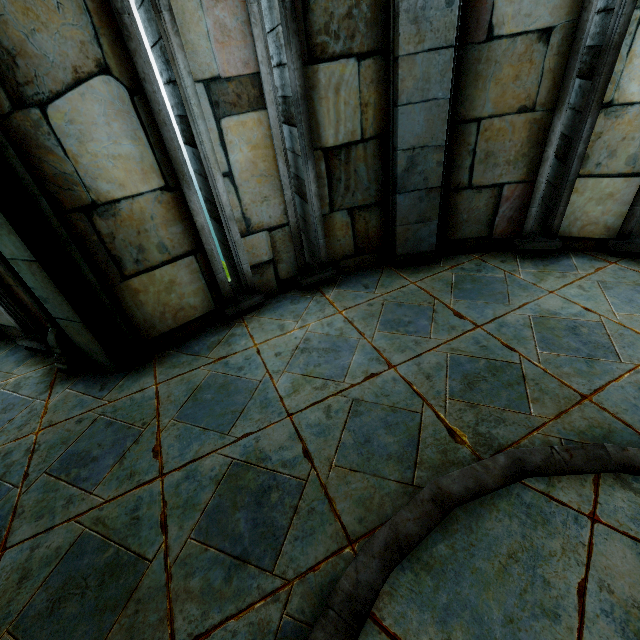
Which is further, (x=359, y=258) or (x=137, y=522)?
(x=359, y=258)

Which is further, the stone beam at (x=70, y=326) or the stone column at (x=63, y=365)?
the stone column at (x=63, y=365)

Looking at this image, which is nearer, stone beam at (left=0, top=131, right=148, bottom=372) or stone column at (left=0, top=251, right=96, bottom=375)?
stone beam at (left=0, top=131, right=148, bottom=372)
